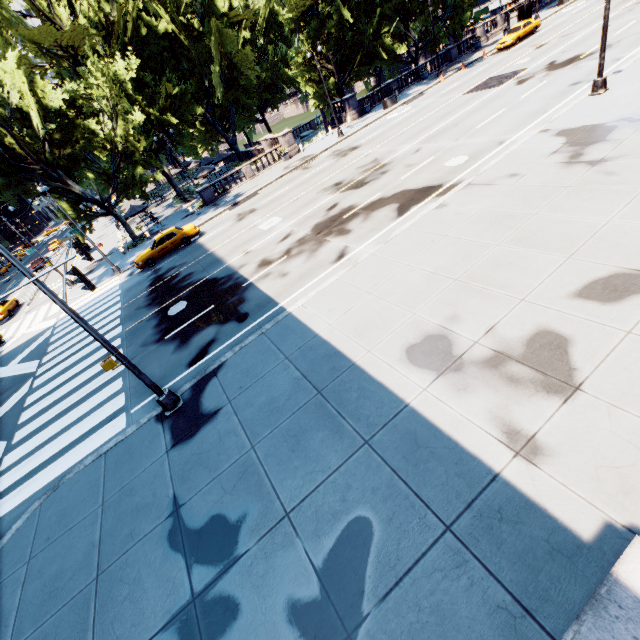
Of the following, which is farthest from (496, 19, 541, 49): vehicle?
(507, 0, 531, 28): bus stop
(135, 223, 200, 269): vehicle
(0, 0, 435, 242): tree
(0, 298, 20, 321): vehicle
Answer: (0, 298, 20, 321): vehicle

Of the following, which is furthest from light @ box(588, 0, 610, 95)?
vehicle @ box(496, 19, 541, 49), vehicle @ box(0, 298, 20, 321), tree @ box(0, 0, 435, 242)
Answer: vehicle @ box(0, 298, 20, 321)

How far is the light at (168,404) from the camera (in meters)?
8.89

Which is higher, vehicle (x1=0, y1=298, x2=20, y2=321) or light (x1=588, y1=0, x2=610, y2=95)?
vehicle (x1=0, y1=298, x2=20, y2=321)

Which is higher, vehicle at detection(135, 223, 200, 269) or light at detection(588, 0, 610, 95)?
vehicle at detection(135, 223, 200, 269)

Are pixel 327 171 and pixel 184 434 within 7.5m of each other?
no

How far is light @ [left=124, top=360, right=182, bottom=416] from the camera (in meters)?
8.89

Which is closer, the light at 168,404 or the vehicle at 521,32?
the light at 168,404
